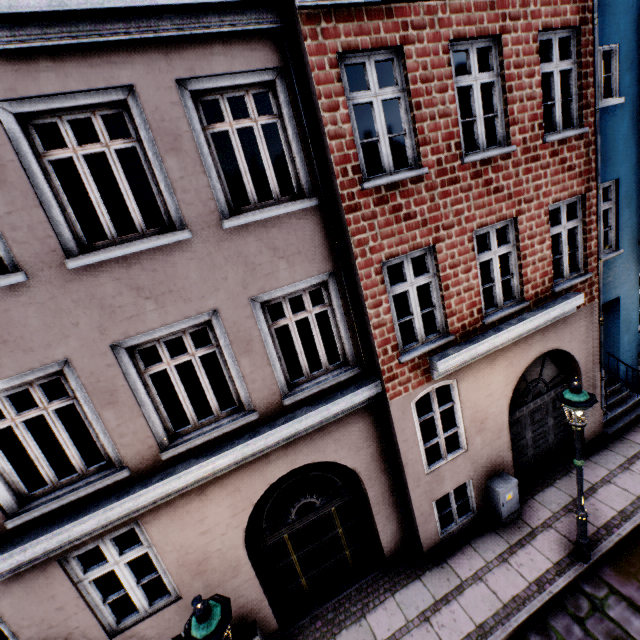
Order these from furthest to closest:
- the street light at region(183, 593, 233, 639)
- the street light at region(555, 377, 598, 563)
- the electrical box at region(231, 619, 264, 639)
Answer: the electrical box at region(231, 619, 264, 639)
the street light at region(555, 377, 598, 563)
the street light at region(183, 593, 233, 639)

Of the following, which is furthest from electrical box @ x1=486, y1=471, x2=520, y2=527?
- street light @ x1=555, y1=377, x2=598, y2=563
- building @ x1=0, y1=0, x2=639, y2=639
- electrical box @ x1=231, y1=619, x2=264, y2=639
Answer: electrical box @ x1=231, y1=619, x2=264, y2=639

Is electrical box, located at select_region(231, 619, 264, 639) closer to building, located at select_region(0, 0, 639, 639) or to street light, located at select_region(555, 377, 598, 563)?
building, located at select_region(0, 0, 639, 639)

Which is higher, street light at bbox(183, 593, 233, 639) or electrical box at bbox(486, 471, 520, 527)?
street light at bbox(183, 593, 233, 639)

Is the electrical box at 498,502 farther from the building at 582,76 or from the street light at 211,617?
the street light at 211,617

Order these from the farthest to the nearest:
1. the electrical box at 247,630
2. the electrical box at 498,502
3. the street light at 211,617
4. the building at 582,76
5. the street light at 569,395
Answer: the electrical box at 498,502 → the electrical box at 247,630 → the street light at 569,395 → the building at 582,76 → the street light at 211,617

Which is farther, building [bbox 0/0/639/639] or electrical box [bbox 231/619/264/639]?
electrical box [bbox 231/619/264/639]

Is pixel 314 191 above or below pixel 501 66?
below
